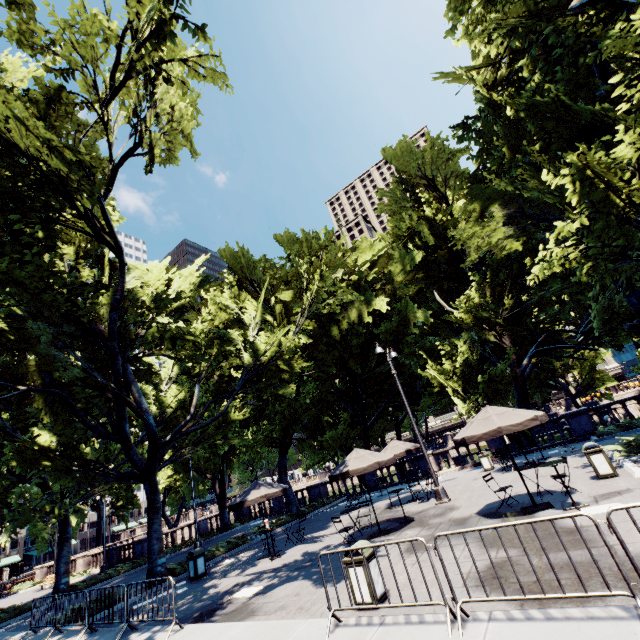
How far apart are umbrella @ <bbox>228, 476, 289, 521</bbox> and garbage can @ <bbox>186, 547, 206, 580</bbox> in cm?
190

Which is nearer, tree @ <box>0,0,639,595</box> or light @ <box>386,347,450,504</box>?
tree @ <box>0,0,639,595</box>

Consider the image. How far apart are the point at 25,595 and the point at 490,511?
38.4 meters

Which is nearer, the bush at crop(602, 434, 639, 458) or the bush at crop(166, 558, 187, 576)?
the bush at crop(602, 434, 639, 458)

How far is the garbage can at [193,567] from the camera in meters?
13.4

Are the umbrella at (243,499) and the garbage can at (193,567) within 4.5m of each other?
yes

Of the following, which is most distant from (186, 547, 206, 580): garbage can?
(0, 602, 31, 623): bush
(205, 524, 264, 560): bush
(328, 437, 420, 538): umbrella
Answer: (0, 602, 31, 623): bush

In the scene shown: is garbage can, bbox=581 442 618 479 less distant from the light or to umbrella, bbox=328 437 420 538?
the light
